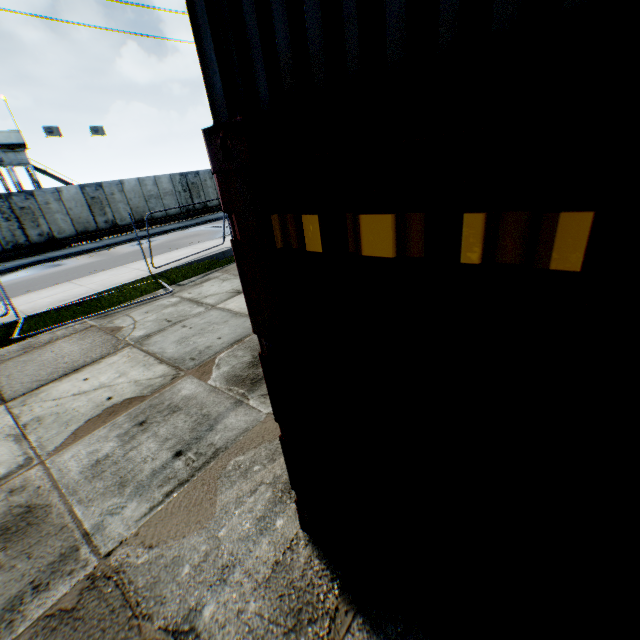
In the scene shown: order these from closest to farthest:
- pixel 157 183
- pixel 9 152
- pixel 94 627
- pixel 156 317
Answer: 1. pixel 94 627
2. pixel 156 317
3. pixel 9 152
4. pixel 157 183

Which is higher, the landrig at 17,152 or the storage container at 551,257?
the landrig at 17,152

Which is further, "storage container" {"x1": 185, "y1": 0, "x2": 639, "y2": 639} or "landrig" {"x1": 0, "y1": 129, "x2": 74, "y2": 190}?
"landrig" {"x1": 0, "y1": 129, "x2": 74, "y2": 190}

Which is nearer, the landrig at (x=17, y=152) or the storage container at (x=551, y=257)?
the storage container at (x=551, y=257)

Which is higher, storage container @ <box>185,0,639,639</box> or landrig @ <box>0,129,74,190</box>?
landrig @ <box>0,129,74,190</box>
